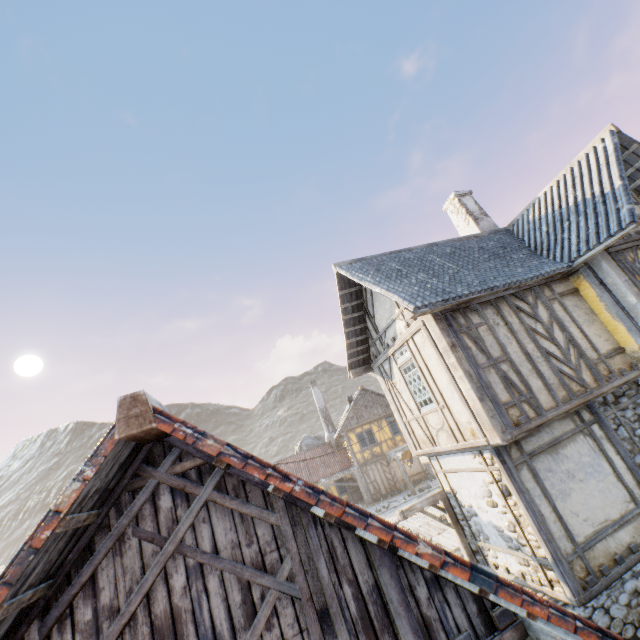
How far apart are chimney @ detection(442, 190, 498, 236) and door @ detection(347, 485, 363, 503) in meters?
22.7

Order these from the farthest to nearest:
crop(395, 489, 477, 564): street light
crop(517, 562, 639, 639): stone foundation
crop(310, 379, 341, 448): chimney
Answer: crop(310, 379, 341, 448): chimney < crop(395, 489, 477, 564): street light < crop(517, 562, 639, 639): stone foundation

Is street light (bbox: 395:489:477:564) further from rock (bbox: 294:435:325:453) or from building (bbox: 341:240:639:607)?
rock (bbox: 294:435:325:453)

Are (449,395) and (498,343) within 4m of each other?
yes

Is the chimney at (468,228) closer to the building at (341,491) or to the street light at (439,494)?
the street light at (439,494)

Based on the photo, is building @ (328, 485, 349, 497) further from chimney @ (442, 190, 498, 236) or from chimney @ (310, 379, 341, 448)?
chimney @ (442, 190, 498, 236)

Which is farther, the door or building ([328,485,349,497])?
building ([328,485,349,497])

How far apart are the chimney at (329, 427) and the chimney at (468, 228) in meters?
24.2
